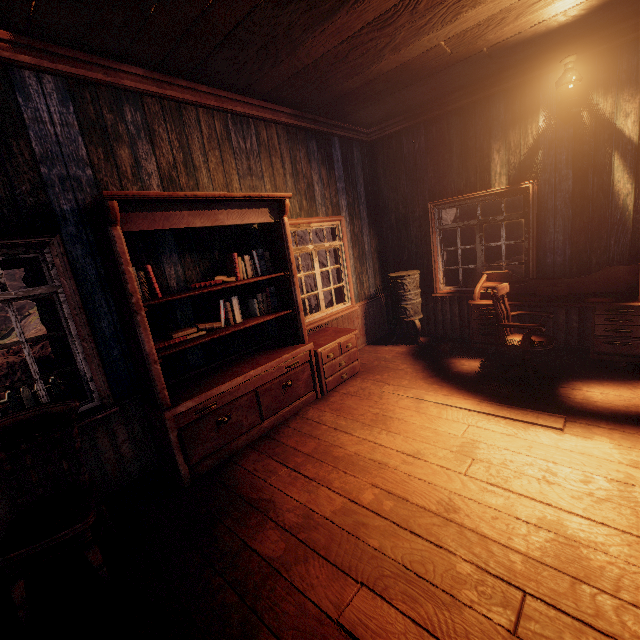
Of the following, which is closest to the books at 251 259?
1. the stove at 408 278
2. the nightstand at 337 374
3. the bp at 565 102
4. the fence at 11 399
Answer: the nightstand at 337 374

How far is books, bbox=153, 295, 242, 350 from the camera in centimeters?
325cm

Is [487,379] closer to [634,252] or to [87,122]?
[634,252]

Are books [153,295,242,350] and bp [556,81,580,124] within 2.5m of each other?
no

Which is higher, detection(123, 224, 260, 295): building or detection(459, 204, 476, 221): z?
detection(459, 204, 476, 221): z

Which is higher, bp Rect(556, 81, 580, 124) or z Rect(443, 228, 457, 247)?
bp Rect(556, 81, 580, 124)

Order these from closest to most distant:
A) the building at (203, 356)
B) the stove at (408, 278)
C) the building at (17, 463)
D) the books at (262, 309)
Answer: the building at (17, 463) < the building at (203, 356) < the books at (262, 309) < the stove at (408, 278)

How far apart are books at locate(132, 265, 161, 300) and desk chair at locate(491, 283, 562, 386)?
3.9m
